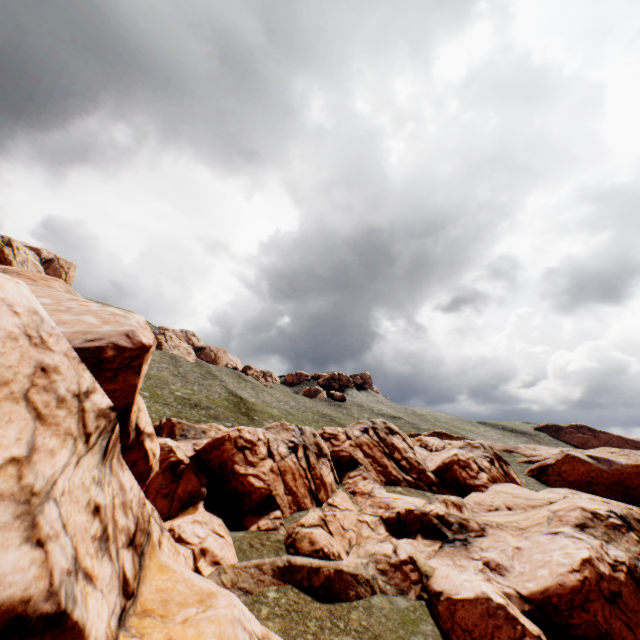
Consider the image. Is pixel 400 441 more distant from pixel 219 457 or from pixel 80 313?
pixel 80 313
